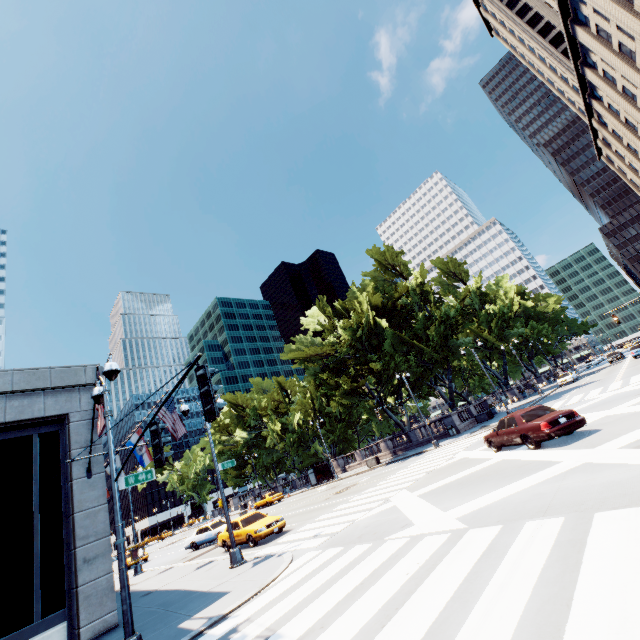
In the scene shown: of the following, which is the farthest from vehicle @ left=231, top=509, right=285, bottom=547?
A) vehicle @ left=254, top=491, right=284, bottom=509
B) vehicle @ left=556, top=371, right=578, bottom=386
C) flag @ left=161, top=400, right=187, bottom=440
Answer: vehicle @ left=556, top=371, right=578, bottom=386

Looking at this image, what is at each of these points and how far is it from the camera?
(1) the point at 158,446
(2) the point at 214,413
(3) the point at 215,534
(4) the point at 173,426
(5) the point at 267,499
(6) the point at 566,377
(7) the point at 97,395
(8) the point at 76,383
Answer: (1) traffic light, 6.4 meters
(2) traffic light, 4.8 meters
(3) vehicle, 24.6 meters
(4) flag, 15.9 meters
(5) vehicle, 40.7 meters
(6) vehicle, 42.1 meters
(7) light, 10.3 meters
(8) building, 13.7 meters

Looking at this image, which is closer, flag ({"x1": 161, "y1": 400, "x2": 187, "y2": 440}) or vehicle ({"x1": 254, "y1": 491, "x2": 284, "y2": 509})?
flag ({"x1": 161, "y1": 400, "x2": 187, "y2": 440})

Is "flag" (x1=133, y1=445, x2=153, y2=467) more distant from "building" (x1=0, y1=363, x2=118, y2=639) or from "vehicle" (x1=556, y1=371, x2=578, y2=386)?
"vehicle" (x1=556, y1=371, x2=578, y2=386)

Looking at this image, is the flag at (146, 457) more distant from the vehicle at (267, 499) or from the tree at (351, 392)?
the vehicle at (267, 499)

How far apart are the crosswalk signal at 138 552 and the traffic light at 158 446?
3.79m

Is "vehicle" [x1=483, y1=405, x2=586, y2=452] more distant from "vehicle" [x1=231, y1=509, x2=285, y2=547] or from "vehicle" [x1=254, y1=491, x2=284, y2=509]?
"vehicle" [x1=254, y1=491, x2=284, y2=509]

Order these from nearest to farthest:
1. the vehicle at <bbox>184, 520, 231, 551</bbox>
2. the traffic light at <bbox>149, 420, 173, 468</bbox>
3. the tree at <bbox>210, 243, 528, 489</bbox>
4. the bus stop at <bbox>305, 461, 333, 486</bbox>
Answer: the traffic light at <bbox>149, 420, 173, 468</bbox> → the vehicle at <bbox>184, 520, 231, 551</bbox> → the tree at <bbox>210, 243, 528, 489</bbox> → the bus stop at <bbox>305, 461, 333, 486</bbox>
